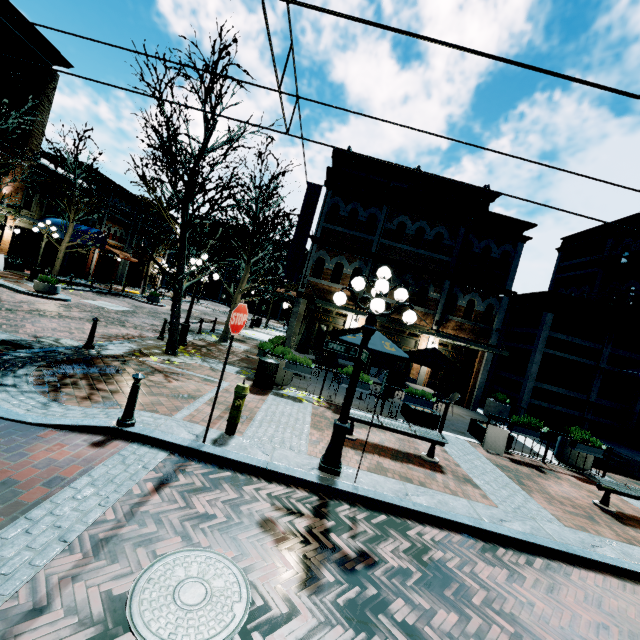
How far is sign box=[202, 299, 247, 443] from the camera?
5.1 meters

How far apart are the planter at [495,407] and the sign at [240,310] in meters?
14.1

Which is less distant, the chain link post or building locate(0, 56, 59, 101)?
the chain link post

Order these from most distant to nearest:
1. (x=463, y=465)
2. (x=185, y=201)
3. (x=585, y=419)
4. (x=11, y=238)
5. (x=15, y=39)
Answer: (x=11, y=238)
(x=15, y=39)
(x=585, y=419)
(x=185, y=201)
(x=463, y=465)

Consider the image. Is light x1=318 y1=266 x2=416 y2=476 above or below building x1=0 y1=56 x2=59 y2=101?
below

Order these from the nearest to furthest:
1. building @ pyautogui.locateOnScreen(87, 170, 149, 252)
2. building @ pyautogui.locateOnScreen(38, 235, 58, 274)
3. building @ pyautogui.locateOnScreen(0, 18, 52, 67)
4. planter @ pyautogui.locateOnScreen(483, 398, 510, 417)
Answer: planter @ pyautogui.locateOnScreen(483, 398, 510, 417) → building @ pyautogui.locateOnScreen(0, 18, 52, 67) → building @ pyautogui.locateOnScreen(38, 235, 58, 274) → building @ pyautogui.locateOnScreen(87, 170, 149, 252)

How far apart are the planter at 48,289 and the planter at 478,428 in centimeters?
1942cm

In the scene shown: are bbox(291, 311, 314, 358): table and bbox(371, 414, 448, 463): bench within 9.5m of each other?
yes
